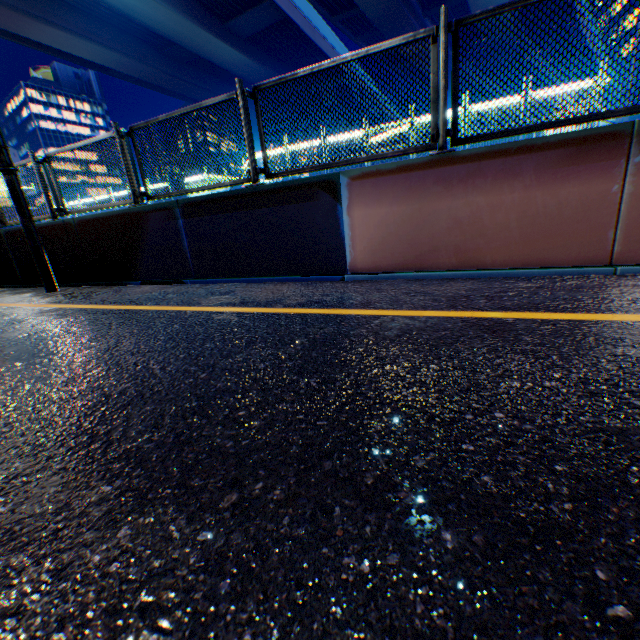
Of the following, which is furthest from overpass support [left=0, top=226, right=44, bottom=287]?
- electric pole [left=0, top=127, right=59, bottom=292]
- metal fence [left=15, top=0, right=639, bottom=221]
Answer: electric pole [left=0, top=127, right=59, bottom=292]

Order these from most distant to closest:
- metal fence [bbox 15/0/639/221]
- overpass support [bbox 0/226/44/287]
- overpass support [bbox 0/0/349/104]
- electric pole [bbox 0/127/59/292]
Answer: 1. overpass support [bbox 0/0/349/104]
2. overpass support [bbox 0/226/44/287]
3. electric pole [bbox 0/127/59/292]
4. metal fence [bbox 15/0/639/221]

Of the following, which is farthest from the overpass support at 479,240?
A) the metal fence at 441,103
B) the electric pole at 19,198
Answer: the electric pole at 19,198

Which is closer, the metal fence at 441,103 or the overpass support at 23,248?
the metal fence at 441,103

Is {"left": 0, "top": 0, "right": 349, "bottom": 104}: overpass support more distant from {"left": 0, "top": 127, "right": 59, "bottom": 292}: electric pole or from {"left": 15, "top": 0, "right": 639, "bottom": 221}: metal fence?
{"left": 0, "top": 127, "right": 59, "bottom": 292}: electric pole

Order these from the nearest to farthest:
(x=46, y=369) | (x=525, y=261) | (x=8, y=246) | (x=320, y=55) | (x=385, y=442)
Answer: (x=385, y=442), (x=46, y=369), (x=525, y=261), (x=8, y=246), (x=320, y=55)
